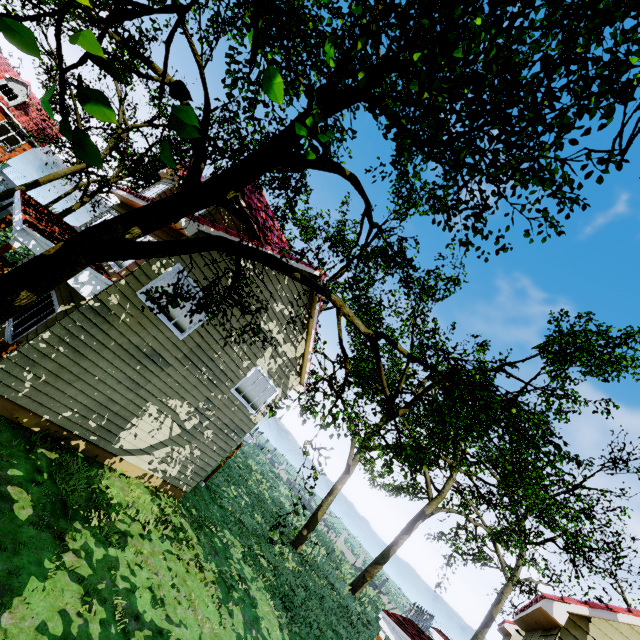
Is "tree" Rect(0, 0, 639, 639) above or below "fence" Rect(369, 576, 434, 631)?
above

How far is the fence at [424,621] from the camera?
33.6m

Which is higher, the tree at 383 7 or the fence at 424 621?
the tree at 383 7

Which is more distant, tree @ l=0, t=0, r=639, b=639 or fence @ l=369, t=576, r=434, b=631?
fence @ l=369, t=576, r=434, b=631

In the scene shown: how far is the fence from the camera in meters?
33.6

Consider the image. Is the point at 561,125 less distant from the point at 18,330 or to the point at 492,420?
the point at 492,420
